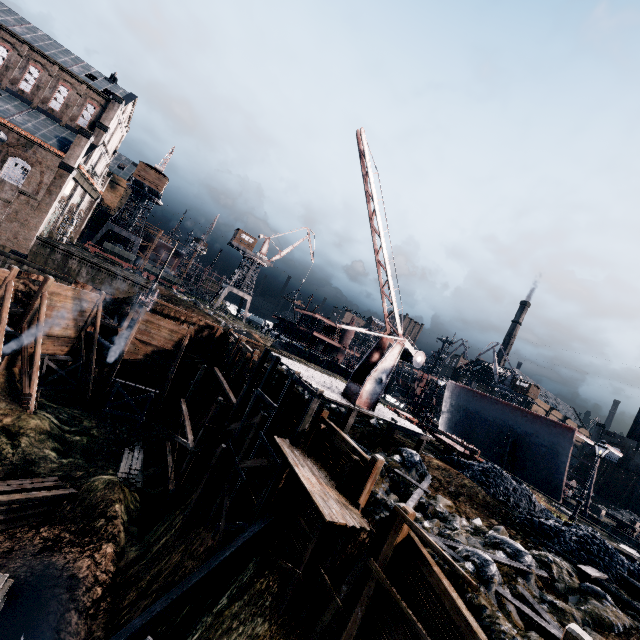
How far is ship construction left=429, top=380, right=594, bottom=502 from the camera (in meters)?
30.38

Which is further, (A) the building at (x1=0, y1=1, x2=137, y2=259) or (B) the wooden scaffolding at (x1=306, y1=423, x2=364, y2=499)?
(A) the building at (x1=0, y1=1, x2=137, y2=259)

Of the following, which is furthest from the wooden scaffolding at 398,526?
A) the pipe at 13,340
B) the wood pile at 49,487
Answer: the pipe at 13,340

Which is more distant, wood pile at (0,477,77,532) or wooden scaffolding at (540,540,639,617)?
wood pile at (0,477,77,532)

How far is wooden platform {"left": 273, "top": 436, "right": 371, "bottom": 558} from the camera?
11.01m

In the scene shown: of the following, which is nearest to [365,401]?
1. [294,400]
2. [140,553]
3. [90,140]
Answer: [294,400]

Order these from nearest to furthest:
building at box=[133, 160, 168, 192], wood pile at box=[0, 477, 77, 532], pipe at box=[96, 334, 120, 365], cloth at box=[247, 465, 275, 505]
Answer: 1. cloth at box=[247, 465, 275, 505]
2. wood pile at box=[0, 477, 77, 532]
3. pipe at box=[96, 334, 120, 365]
4. building at box=[133, 160, 168, 192]

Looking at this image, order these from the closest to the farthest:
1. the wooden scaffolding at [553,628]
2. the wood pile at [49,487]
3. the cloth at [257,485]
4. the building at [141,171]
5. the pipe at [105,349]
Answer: the wooden scaffolding at [553,628] → the cloth at [257,485] → the wood pile at [49,487] → the pipe at [105,349] → the building at [141,171]
